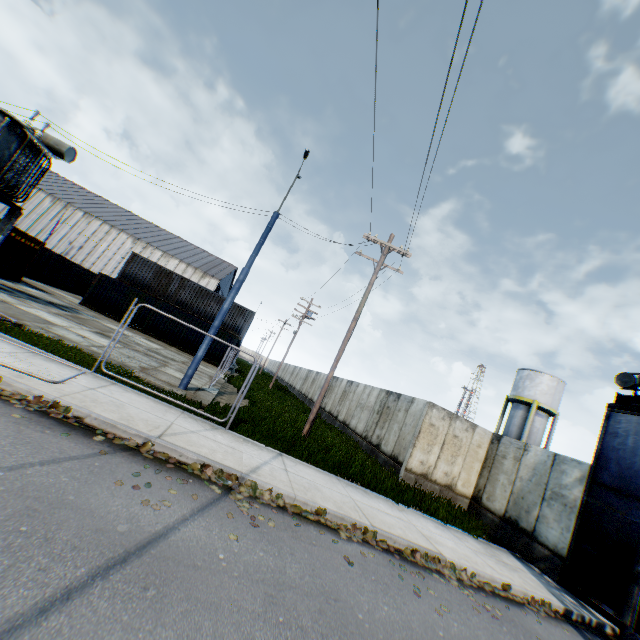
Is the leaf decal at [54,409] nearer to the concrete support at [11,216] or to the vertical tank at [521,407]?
the concrete support at [11,216]

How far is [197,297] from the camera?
29.9 meters

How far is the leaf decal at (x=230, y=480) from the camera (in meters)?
5.84

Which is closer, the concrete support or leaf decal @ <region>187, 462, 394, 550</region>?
leaf decal @ <region>187, 462, 394, 550</region>

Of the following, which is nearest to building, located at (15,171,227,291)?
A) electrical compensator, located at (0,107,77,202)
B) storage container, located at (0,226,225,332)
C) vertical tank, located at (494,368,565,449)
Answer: storage container, located at (0,226,225,332)

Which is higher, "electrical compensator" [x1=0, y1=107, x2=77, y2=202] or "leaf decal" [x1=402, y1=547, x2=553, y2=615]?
"electrical compensator" [x1=0, y1=107, x2=77, y2=202]

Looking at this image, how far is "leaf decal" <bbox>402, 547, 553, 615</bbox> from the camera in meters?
6.7 m

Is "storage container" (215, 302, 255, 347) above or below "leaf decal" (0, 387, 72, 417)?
above
